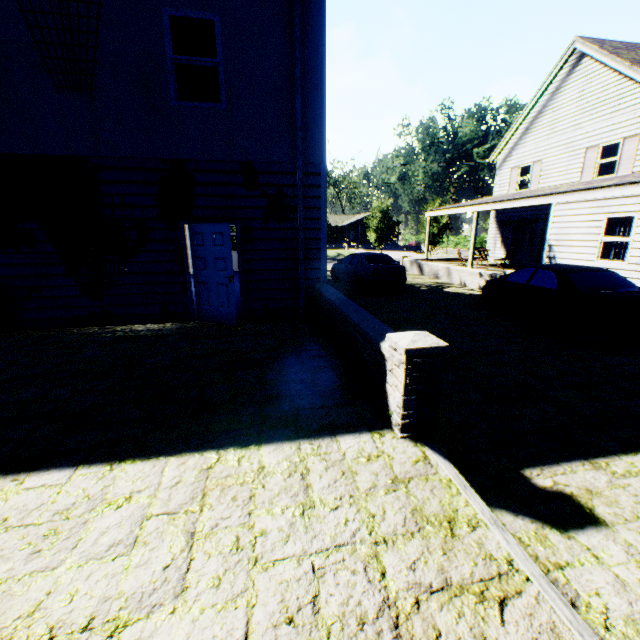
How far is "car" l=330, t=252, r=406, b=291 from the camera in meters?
13.5

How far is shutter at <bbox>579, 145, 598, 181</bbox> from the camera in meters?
15.6 m

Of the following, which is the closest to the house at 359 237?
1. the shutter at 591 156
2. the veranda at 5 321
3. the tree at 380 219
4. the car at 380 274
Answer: the tree at 380 219

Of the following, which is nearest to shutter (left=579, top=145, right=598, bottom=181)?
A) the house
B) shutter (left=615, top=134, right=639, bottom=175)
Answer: shutter (left=615, top=134, right=639, bottom=175)

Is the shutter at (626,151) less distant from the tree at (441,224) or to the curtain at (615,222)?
the curtain at (615,222)

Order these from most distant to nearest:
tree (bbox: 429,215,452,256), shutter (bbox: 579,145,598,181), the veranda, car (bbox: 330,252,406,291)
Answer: tree (bbox: 429,215,452,256) < shutter (bbox: 579,145,598,181) < car (bbox: 330,252,406,291) < the veranda

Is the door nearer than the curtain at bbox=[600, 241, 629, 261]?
Yes

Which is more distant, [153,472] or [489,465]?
[489,465]
